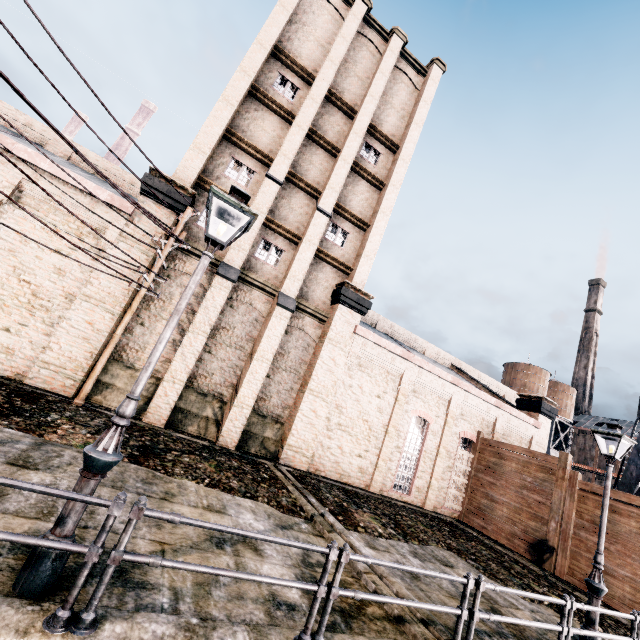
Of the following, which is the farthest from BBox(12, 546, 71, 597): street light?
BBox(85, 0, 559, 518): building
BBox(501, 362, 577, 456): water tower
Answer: BBox(501, 362, 577, 456): water tower

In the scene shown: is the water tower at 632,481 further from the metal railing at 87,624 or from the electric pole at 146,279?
the electric pole at 146,279

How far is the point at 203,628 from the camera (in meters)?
3.91

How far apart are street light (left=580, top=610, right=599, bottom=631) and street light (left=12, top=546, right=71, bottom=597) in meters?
11.3

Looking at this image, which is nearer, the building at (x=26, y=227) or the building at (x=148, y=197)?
the building at (x=26, y=227)

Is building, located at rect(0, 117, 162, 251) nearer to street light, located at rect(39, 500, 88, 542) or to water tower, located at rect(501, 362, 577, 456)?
water tower, located at rect(501, 362, 577, 456)

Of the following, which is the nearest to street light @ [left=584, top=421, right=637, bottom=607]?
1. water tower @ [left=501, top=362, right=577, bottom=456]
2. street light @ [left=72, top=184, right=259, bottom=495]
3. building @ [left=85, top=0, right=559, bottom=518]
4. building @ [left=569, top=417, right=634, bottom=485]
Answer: building @ [left=85, top=0, right=559, bottom=518]

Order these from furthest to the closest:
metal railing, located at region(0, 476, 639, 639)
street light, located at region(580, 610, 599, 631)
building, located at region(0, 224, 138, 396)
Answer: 1. building, located at region(0, 224, 138, 396)
2. street light, located at region(580, 610, 599, 631)
3. metal railing, located at region(0, 476, 639, 639)
